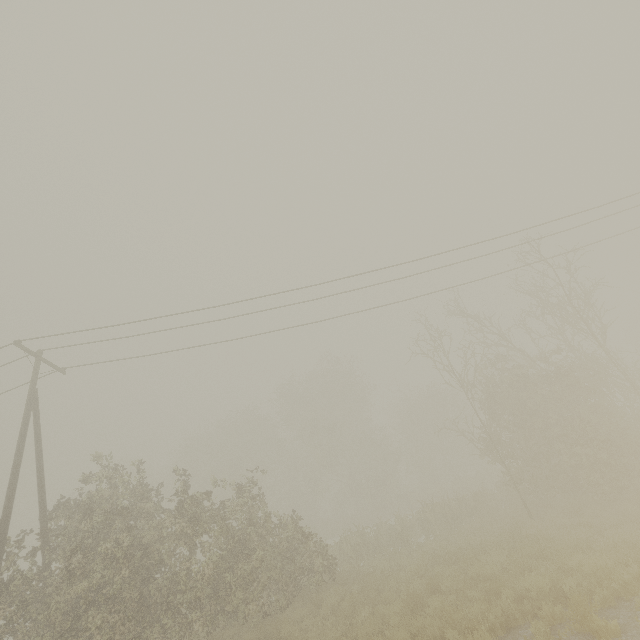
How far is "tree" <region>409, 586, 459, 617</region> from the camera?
7.64m

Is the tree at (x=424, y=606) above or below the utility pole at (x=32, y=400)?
below

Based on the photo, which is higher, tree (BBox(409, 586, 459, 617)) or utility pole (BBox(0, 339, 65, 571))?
utility pole (BBox(0, 339, 65, 571))

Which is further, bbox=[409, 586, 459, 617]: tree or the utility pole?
the utility pole

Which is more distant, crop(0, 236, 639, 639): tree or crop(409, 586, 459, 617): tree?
crop(0, 236, 639, 639): tree

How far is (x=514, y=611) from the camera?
7.36m

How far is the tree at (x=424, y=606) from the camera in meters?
7.6
